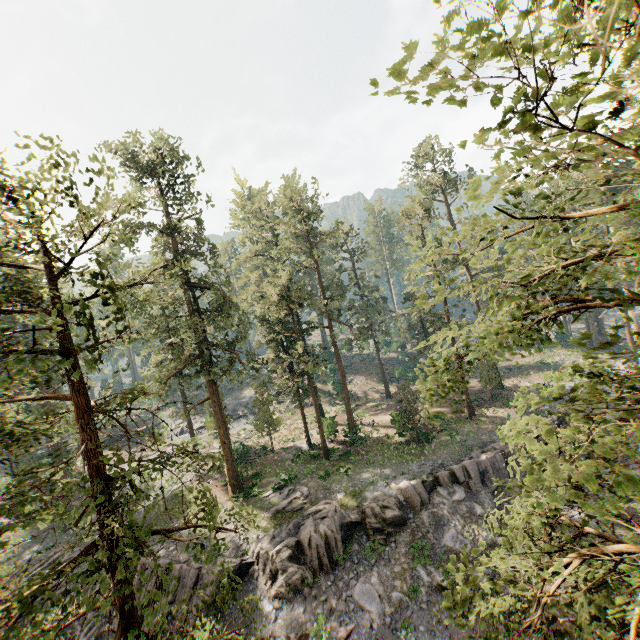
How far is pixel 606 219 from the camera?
3.3m

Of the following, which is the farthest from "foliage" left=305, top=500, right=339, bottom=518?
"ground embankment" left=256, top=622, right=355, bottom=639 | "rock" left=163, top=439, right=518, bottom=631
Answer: "ground embankment" left=256, top=622, right=355, bottom=639

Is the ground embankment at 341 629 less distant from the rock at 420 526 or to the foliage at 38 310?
the rock at 420 526

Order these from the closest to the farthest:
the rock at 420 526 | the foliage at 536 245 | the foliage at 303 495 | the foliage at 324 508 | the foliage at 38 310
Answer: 1. the foliage at 536 245
2. the foliage at 38 310
3. the rock at 420 526
4. the foliage at 324 508
5. the foliage at 303 495

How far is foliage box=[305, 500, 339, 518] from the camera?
23.2 meters

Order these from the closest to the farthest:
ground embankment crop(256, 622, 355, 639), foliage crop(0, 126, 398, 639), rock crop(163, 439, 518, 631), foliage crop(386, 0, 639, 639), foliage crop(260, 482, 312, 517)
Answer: foliage crop(386, 0, 639, 639), foliage crop(0, 126, 398, 639), ground embankment crop(256, 622, 355, 639), rock crop(163, 439, 518, 631), foliage crop(260, 482, 312, 517)

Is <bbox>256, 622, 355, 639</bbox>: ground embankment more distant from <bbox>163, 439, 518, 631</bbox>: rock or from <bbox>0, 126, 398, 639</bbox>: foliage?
<bbox>0, 126, 398, 639</bbox>: foliage
